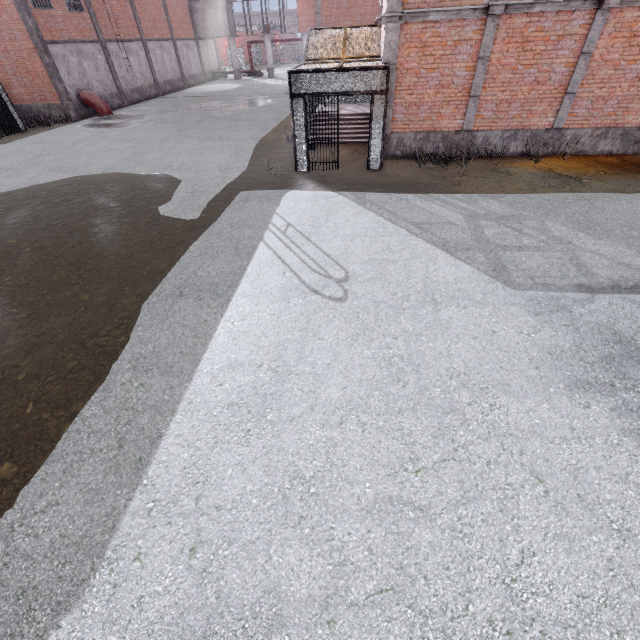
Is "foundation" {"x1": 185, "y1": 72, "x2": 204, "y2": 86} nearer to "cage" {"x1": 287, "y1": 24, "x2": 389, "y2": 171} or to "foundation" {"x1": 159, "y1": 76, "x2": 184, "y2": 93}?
"foundation" {"x1": 159, "y1": 76, "x2": 184, "y2": 93}

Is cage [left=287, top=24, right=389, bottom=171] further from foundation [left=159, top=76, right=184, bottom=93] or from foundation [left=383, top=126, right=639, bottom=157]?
foundation [left=159, top=76, right=184, bottom=93]

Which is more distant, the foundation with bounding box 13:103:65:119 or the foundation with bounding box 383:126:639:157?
the foundation with bounding box 13:103:65:119

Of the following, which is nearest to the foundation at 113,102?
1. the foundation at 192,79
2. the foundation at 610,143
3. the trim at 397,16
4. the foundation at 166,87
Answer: the foundation at 166,87

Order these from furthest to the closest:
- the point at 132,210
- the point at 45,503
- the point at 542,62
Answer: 1. the point at 542,62
2. the point at 132,210
3. the point at 45,503

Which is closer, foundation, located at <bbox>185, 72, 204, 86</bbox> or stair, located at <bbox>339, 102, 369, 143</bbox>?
stair, located at <bbox>339, 102, 369, 143</bbox>

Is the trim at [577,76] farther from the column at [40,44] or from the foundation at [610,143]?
the column at [40,44]

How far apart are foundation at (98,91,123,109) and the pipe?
0.1m
